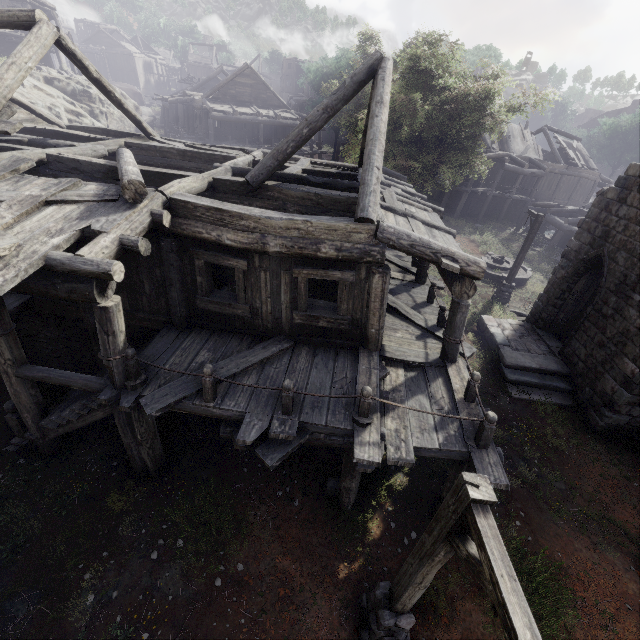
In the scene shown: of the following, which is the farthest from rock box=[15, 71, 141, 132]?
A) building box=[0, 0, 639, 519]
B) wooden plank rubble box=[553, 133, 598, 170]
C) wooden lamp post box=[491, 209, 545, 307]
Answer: wooden plank rubble box=[553, 133, 598, 170]

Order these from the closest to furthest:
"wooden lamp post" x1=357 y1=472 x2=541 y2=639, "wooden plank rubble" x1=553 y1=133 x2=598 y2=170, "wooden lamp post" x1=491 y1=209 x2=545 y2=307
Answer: "wooden lamp post" x1=357 y1=472 x2=541 y2=639, "wooden lamp post" x1=491 y1=209 x2=545 y2=307, "wooden plank rubble" x1=553 y1=133 x2=598 y2=170

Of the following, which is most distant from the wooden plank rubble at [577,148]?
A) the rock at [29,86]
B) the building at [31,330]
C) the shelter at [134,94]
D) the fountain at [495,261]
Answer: the shelter at [134,94]

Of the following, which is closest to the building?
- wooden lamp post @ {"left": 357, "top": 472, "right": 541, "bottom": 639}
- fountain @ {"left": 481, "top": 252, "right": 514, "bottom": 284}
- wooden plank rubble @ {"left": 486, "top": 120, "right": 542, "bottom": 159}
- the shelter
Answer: wooden plank rubble @ {"left": 486, "top": 120, "right": 542, "bottom": 159}

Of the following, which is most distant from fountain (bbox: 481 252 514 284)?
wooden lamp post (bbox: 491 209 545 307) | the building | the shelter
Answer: the shelter

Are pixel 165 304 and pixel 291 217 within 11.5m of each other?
yes

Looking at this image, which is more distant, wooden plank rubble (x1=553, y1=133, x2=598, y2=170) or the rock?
wooden plank rubble (x1=553, y1=133, x2=598, y2=170)

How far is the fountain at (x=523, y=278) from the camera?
19.41m
